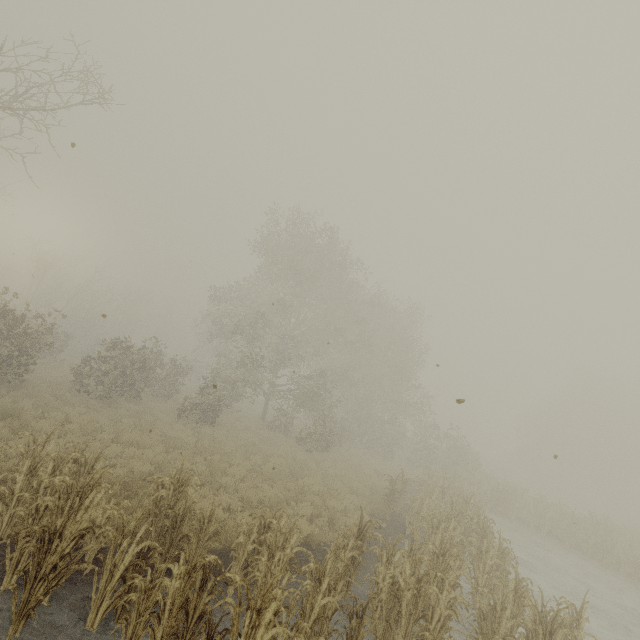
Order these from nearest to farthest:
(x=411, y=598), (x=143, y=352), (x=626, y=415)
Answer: (x=411, y=598), (x=143, y=352), (x=626, y=415)

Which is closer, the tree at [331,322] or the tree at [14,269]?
the tree at [331,322]

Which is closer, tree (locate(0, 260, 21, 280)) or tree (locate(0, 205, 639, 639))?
tree (locate(0, 205, 639, 639))
